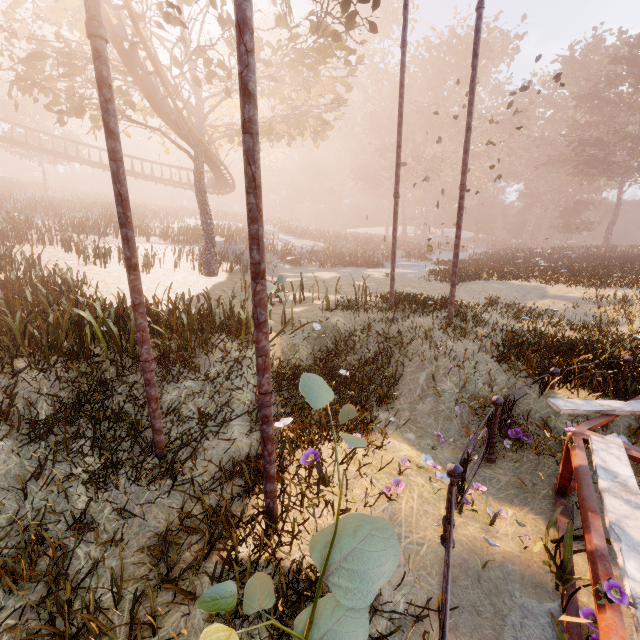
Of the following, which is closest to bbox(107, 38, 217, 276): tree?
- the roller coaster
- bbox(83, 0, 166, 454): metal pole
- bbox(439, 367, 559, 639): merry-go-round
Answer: the roller coaster

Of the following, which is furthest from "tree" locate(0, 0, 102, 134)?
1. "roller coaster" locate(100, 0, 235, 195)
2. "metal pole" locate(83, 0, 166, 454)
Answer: "metal pole" locate(83, 0, 166, 454)

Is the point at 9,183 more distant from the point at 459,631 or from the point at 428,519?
the point at 459,631

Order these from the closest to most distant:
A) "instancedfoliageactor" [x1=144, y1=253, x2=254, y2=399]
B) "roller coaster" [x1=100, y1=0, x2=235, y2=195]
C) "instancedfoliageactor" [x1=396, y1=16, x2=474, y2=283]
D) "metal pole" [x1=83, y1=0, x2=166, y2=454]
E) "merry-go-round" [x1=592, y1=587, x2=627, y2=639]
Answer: "merry-go-round" [x1=592, y1=587, x2=627, y2=639]
"metal pole" [x1=83, y1=0, x2=166, y2=454]
"instancedfoliageactor" [x1=144, y1=253, x2=254, y2=399]
"roller coaster" [x1=100, y1=0, x2=235, y2=195]
"instancedfoliageactor" [x1=396, y1=16, x2=474, y2=283]

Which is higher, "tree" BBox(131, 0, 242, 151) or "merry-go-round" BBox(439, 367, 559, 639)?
"tree" BBox(131, 0, 242, 151)

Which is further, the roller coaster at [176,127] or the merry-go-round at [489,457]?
the roller coaster at [176,127]

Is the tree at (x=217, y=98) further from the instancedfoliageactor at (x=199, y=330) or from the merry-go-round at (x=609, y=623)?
the merry-go-round at (x=609, y=623)
